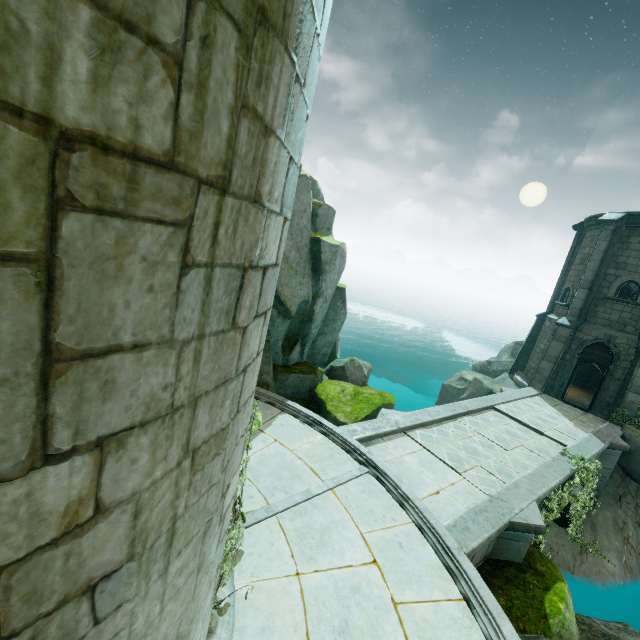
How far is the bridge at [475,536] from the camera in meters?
6.9 m

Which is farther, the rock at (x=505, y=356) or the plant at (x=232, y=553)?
the rock at (x=505, y=356)

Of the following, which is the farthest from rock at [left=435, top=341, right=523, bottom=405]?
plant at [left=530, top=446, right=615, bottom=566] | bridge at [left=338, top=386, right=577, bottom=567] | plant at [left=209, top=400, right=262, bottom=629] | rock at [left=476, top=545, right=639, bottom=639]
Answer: plant at [left=209, top=400, right=262, bottom=629]

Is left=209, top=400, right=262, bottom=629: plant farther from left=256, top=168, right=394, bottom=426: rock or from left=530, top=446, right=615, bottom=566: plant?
left=530, top=446, right=615, bottom=566: plant

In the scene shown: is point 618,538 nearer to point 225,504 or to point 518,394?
point 518,394

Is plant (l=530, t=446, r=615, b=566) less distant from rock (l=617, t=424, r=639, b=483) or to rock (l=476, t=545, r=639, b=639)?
rock (l=476, t=545, r=639, b=639)

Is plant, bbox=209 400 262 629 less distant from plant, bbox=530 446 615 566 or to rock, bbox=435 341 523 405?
plant, bbox=530 446 615 566

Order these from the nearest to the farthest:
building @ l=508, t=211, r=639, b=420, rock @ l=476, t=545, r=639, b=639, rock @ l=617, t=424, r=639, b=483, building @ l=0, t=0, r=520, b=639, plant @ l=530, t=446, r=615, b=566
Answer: building @ l=0, t=0, r=520, b=639, rock @ l=476, t=545, r=639, b=639, plant @ l=530, t=446, r=615, b=566, rock @ l=617, t=424, r=639, b=483, building @ l=508, t=211, r=639, b=420
